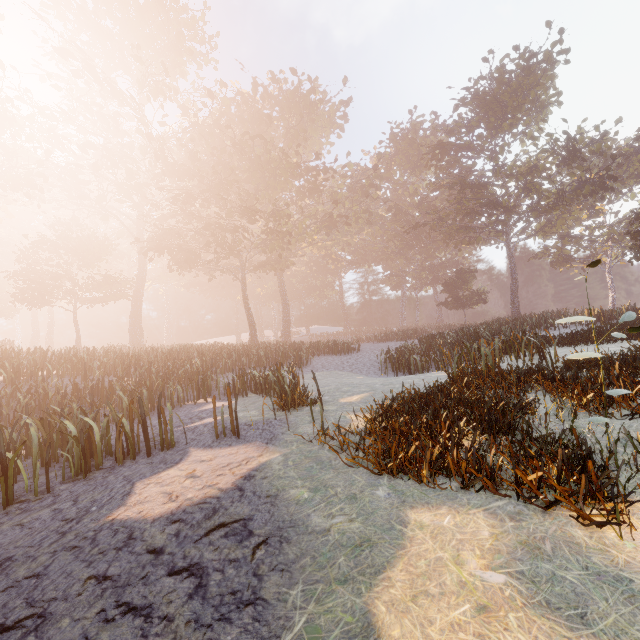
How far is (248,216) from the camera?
28.1 meters
